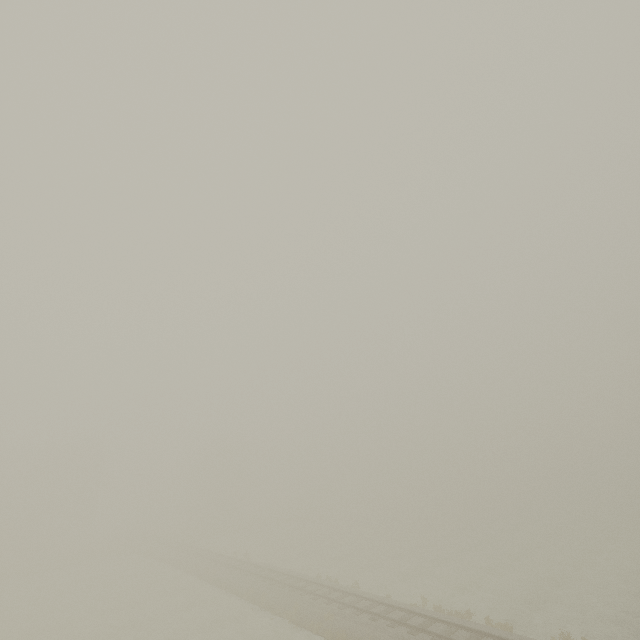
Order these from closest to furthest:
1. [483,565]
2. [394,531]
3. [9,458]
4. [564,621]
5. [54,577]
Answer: [564,621] → [483,565] → [54,577] → [394,531] → [9,458]
